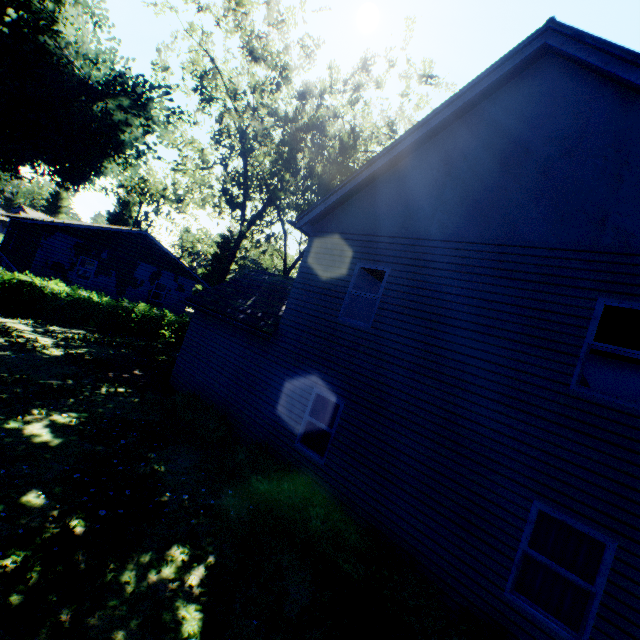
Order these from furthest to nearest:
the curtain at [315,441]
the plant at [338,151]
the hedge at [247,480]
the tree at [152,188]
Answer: the tree at [152,188], the plant at [338,151], the curtain at [315,441], the hedge at [247,480]

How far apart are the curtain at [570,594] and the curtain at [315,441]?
4.23m

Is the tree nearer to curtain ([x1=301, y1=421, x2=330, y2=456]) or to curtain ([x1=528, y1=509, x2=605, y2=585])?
curtain ([x1=301, y1=421, x2=330, y2=456])

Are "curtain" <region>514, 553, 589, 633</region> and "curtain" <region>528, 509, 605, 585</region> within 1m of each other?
yes

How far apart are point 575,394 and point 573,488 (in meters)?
1.45

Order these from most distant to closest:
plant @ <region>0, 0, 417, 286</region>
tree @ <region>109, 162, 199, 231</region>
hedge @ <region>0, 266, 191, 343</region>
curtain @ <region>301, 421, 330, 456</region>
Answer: tree @ <region>109, 162, 199, 231</region> < plant @ <region>0, 0, 417, 286</region> < hedge @ <region>0, 266, 191, 343</region> < curtain @ <region>301, 421, 330, 456</region>

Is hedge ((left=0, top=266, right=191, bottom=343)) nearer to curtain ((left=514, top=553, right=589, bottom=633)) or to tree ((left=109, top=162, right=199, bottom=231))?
tree ((left=109, top=162, right=199, bottom=231))

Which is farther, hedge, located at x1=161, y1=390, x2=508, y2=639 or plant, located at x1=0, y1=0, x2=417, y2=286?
plant, located at x1=0, y1=0, x2=417, y2=286
